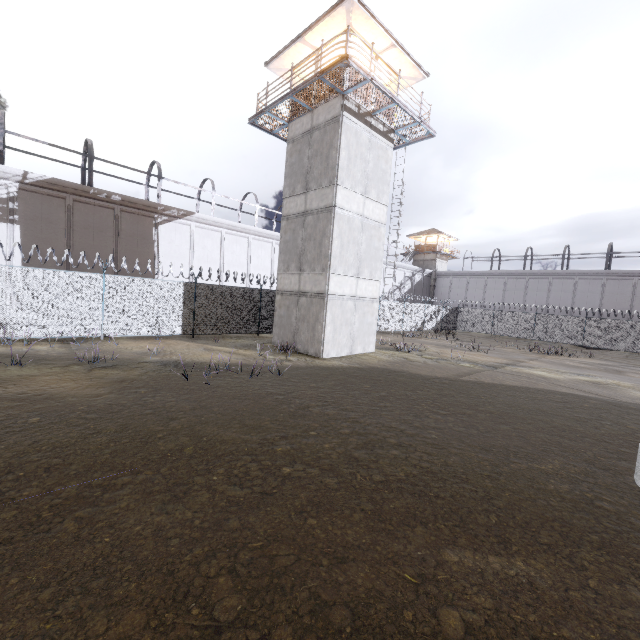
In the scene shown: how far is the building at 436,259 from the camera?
49.9m

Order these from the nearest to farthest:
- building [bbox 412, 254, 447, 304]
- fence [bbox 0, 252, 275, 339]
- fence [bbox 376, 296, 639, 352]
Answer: fence [bbox 0, 252, 275, 339] < fence [bbox 376, 296, 639, 352] < building [bbox 412, 254, 447, 304]

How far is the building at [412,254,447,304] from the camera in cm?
4991

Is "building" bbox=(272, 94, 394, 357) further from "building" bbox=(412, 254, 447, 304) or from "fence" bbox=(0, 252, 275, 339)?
"building" bbox=(412, 254, 447, 304)

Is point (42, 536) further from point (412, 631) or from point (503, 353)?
point (503, 353)

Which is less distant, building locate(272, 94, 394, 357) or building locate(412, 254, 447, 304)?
building locate(272, 94, 394, 357)

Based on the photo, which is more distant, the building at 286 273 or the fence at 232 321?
the building at 286 273

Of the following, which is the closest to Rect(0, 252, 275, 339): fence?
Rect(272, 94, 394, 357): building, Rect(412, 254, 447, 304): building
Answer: Rect(272, 94, 394, 357): building
